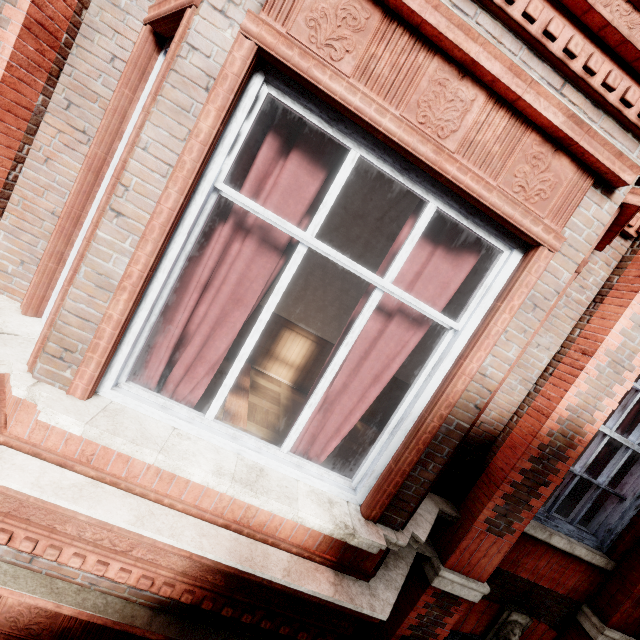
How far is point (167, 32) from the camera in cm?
201
